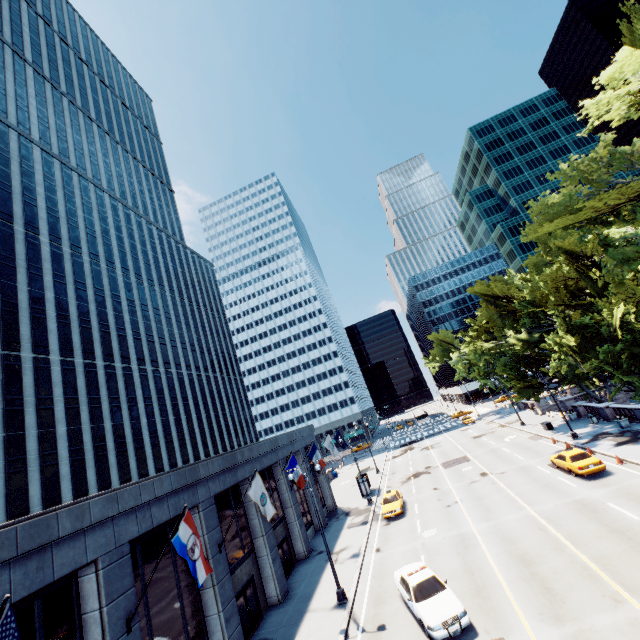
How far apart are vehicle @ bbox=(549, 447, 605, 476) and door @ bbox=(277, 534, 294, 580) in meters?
22.1

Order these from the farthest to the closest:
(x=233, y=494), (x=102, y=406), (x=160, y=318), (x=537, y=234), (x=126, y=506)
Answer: (x=160, y=318) < (x=102, y=406) < (x=233, y=494) < (x=537, y=234) < (x=126, y=506)

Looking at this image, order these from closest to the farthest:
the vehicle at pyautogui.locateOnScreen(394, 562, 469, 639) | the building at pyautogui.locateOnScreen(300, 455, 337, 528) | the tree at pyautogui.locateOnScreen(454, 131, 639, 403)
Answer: the vehicle at pyautogui.locateOnScreen(394, 562, 469, 639)
the tree at pyautogui.locateOnScreen(454, 131, 639, 403)
the building at pyautogui.locateOnScreen(300, 455, 337, 528)

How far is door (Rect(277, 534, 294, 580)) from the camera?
24.0m

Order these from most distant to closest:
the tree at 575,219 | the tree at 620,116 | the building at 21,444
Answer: the tree at 620,116
the tree at 575,219
the building at 21,444

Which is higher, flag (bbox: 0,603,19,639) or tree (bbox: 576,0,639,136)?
tree (bbox: 576,0,639,136)

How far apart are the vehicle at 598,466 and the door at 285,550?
22.1 meters

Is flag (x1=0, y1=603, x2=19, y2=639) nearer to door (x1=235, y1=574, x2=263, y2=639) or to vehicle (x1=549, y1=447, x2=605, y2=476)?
door (x1=235, y1=574, x2=263, y2=639)
